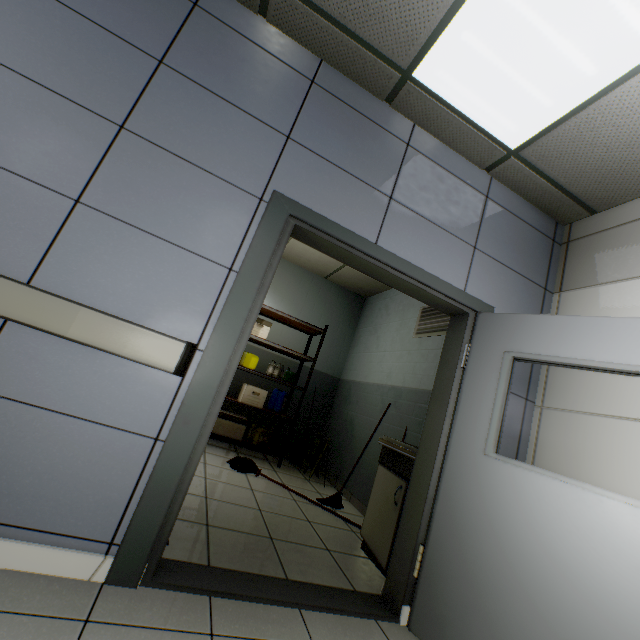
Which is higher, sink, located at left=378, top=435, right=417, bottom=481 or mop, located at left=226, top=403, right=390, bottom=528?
sink, located at left=378, top=435, right=417, bottom=481

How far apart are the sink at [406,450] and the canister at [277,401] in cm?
232

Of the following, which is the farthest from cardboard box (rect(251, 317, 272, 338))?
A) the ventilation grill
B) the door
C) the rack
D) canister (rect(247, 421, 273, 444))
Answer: the door

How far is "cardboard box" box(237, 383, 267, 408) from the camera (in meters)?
4.64

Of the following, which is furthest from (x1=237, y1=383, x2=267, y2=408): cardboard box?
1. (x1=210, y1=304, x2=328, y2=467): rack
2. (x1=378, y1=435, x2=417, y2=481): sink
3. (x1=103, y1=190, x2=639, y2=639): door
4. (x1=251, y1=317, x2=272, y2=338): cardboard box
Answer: (x1=103, y1=190, x2=639, y2=639): door

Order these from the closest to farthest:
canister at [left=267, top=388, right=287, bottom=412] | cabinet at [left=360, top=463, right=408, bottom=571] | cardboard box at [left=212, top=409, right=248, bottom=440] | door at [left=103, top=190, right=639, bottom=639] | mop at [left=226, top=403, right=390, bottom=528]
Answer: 1. door at [left=103, top=190, right=639, bottom=639]
2. cabinet at [left=360, top=463, right=408, bottom=571]
3. mop at [left=226, top=403, right=390, bottom=528]
4. cardboard box at [left=212, top=409, right=248, bottom=440]
5. canister at [left=267, top=388, right=287, bottom=412]

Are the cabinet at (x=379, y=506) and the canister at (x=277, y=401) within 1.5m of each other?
no

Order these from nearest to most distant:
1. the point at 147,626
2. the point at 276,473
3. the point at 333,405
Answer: the point at 147,626, the point at 276,473, the point at 333,405
